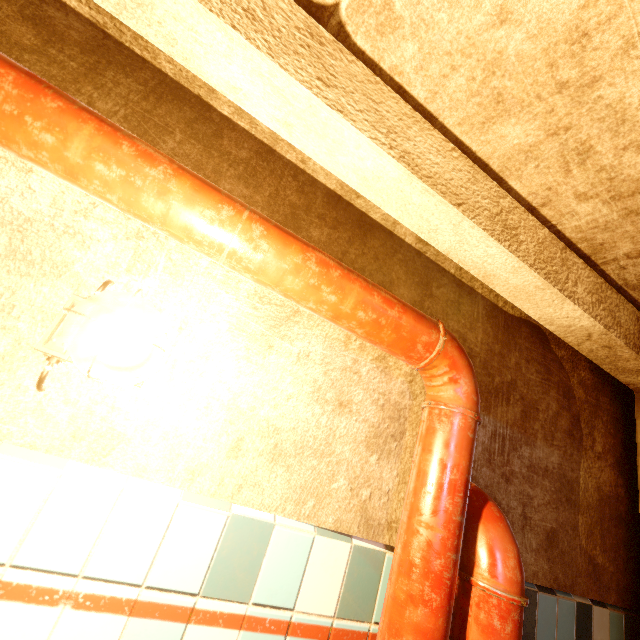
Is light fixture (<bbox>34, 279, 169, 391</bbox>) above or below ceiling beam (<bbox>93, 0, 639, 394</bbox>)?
below

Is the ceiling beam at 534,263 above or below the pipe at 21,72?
above

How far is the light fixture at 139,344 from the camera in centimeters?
70cm

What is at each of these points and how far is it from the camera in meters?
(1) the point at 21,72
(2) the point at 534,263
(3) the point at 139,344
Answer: (1) pipe, 0.7
(2) ceiling beam, 1.4
(3) light fixture, 0.7

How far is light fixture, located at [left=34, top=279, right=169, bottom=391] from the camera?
0.70m

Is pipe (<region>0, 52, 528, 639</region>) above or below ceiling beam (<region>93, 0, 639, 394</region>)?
below
